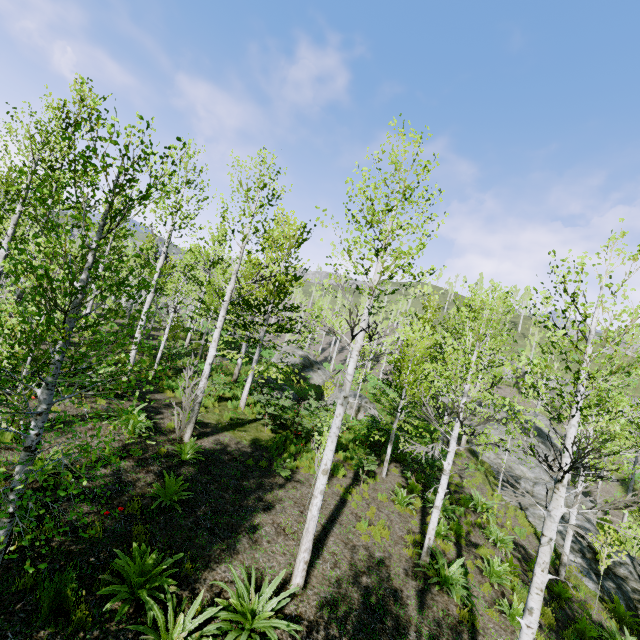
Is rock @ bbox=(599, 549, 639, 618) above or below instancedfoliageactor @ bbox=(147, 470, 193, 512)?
below

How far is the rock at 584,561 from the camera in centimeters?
1277cm

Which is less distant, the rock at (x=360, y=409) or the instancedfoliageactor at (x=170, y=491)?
the instancedfoliageactor at (x=170, y=491)

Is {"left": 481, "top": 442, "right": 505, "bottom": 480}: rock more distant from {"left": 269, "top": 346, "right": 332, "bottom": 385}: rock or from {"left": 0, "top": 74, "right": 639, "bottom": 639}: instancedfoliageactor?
{"left": 269, "top": 346, "right": 332, "bottom": 385}: rock

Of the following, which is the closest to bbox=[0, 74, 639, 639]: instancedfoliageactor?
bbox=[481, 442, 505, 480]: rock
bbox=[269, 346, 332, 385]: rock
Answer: bbox=[481, 442, 505, 480]: rock

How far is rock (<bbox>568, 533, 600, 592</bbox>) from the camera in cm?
1277

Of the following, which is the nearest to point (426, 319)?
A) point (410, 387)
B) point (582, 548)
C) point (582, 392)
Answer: point (410, 387)

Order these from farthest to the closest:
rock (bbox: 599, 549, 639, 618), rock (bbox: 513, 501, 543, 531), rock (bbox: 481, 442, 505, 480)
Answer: rock (bbox: 481, 442, 505, 480) < rock (bbox: 513, 501, 543, 531) < rock (bbox: 599, 549, 639, 618)
